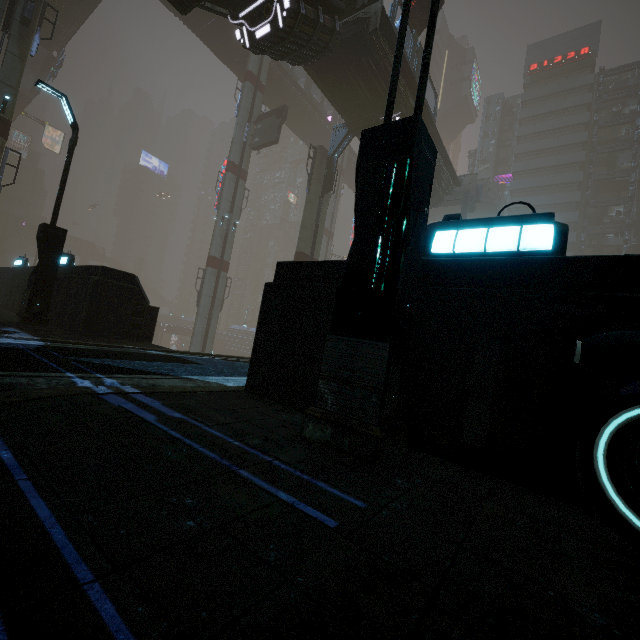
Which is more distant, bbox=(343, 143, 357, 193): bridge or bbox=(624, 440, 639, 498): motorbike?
bbox=(343, 143, 357, 193): bridge

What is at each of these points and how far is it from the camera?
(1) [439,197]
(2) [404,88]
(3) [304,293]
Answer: (1) building, 30.06m
(2) bridge, 19.97m
(3) building, 4.26m

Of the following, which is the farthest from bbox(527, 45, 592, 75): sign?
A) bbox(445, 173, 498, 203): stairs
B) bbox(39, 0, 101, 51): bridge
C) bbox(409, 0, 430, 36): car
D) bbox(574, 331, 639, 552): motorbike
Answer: bbox(574, 331, 639, 552): motorbike

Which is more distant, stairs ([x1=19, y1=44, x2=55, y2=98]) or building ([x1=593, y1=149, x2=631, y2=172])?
building ([x1=593, y1=149, x2=631, y2=172])

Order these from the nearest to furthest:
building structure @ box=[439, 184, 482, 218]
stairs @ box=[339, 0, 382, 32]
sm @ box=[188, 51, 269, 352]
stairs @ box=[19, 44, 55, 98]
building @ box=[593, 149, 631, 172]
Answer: stairs @ box=[339, 0, 382, 32], sm @ box=[188, 51, 269, 352], building structure @ box=[439, 184, 482, 218], stairs @ box=[19, 44, 55, 98], building @ box=[593, 149, 631, 172]

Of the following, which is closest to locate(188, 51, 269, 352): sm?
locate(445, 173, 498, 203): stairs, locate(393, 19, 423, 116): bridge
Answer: locate(393, 19, 423, 116): bridge

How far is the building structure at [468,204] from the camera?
33.2 meters

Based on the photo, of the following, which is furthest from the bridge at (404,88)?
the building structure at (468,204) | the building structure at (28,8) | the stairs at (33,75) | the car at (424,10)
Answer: the stairs at (33,75)
